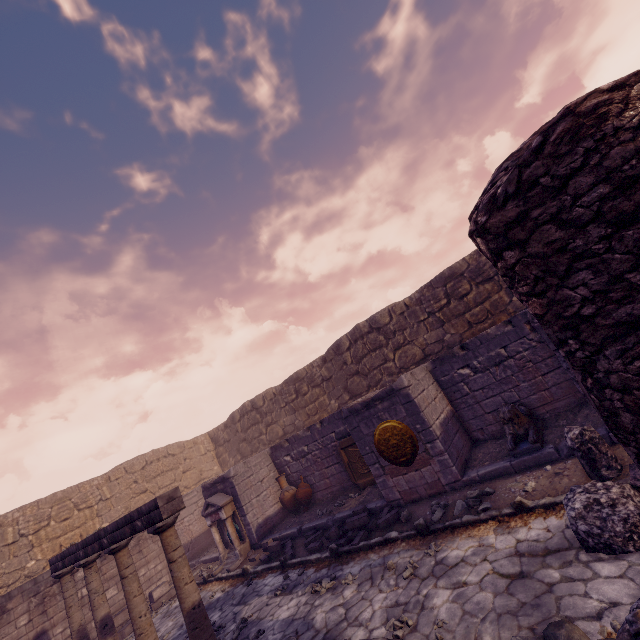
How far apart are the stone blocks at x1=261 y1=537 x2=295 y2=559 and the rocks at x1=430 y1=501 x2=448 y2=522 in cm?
469

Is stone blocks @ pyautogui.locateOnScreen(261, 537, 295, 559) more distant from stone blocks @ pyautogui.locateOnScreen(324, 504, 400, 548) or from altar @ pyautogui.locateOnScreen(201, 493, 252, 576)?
stone blocks @ pyautogui.locateOnScreen(324, 504, 400, 548)

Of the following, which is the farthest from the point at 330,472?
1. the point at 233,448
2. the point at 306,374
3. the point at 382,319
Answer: the point at 233,448

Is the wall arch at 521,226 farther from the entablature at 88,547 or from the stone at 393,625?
→ the entablature at 88,547

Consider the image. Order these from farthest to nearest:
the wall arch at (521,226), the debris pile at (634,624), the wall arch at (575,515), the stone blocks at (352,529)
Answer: the stone blocks at (352,529) → the wall arch at (575,515) → the debris pile at (634,624) → the wall arch at (521,226)

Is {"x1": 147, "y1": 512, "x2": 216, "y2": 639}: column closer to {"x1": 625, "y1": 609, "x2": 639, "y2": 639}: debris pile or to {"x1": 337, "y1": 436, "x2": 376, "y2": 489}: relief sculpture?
{"x1": 625, "y1": 609, "x2": 639, "y2": 639}: debris pile

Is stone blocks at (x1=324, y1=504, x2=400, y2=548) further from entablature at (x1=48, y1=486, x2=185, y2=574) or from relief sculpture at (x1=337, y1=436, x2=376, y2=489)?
entablature at (x1=48, y1=486, x2=185, y2=574)

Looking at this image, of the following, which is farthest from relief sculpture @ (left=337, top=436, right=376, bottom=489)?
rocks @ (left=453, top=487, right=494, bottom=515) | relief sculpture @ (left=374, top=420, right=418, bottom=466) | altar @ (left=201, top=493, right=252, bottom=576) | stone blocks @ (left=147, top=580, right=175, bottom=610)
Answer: stone blocks @ (left=147, top=580, right=175, bottom=610)
